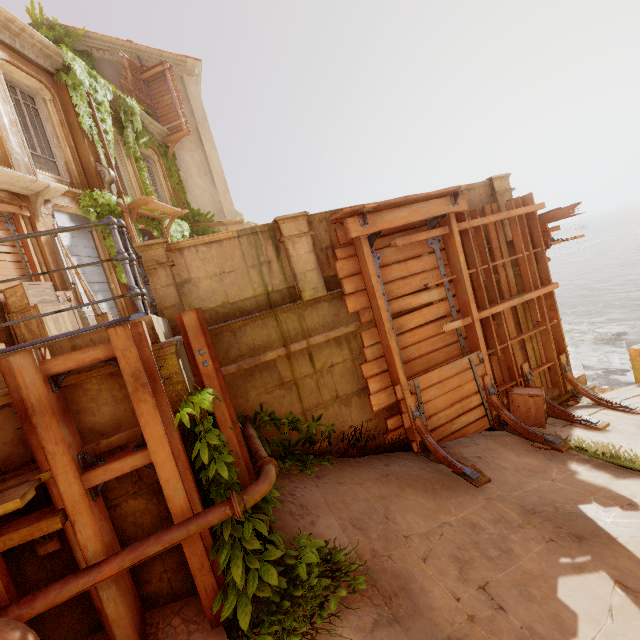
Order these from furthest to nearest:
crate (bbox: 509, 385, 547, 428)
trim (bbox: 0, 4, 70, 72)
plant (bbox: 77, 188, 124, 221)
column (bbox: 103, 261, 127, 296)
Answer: column (bbox: 103, 261, 127, 296) → plant (bbox: 77, 188, 124, 221) → trim (bbox: 0, 4, 70, 72) → crate (bbox: 509, 385, 547, 428)

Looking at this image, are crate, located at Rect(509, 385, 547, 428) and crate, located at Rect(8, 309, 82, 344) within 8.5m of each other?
no

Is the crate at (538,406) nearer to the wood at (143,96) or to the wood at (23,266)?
the wood at (23,266)

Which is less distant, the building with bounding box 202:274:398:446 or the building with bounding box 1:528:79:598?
the building with bounding box 1:528:79:598

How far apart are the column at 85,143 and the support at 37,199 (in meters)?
2.22

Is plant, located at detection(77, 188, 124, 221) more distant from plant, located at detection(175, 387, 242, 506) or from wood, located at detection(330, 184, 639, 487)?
plant, located at detection(175, 387, 242, 506)

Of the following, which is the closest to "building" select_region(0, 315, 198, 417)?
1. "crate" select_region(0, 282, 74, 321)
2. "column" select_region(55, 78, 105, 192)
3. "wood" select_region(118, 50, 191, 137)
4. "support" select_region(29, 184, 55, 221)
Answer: "crate" select_region(0, 282, 74, 321)

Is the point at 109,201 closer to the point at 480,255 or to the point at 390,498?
the point at 480,255
